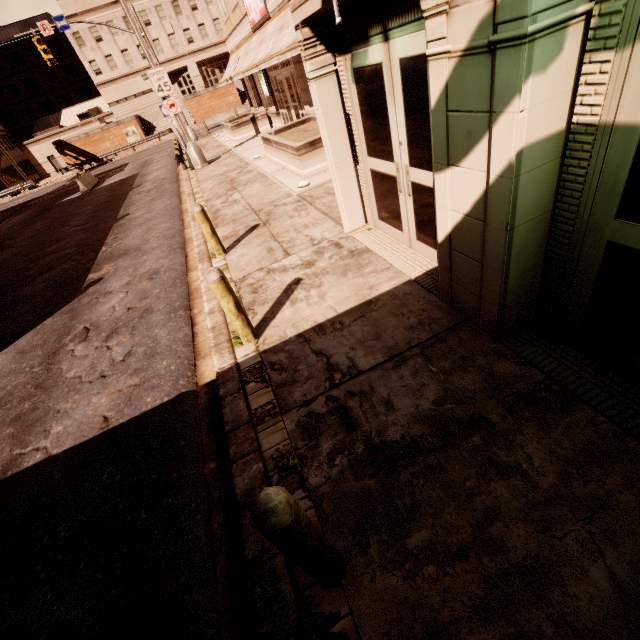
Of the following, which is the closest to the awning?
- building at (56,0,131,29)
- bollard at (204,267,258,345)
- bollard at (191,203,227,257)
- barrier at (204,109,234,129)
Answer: bollard at (191,203,227,257)

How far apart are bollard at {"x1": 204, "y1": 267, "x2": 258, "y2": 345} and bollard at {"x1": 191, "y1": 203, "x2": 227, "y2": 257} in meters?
3.2

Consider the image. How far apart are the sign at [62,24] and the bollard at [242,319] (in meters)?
32.40

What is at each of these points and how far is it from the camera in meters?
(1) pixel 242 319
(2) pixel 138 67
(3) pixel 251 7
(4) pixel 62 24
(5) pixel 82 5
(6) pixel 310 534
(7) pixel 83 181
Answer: (1) bollard, 4.4
(2) building, 47.1
(3) sign, 15.1
(4) sign, 22.8
(5) building, 42.8
(6) bollard, 1.8
(7) barrier, 24.3

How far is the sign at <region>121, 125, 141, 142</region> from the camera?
42.12m

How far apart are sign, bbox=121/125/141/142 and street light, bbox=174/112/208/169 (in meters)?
34.34

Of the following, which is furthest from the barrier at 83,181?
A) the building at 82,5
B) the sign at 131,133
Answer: the building at 82,5

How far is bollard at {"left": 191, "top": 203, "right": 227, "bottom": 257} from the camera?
Answer: 6.61m
